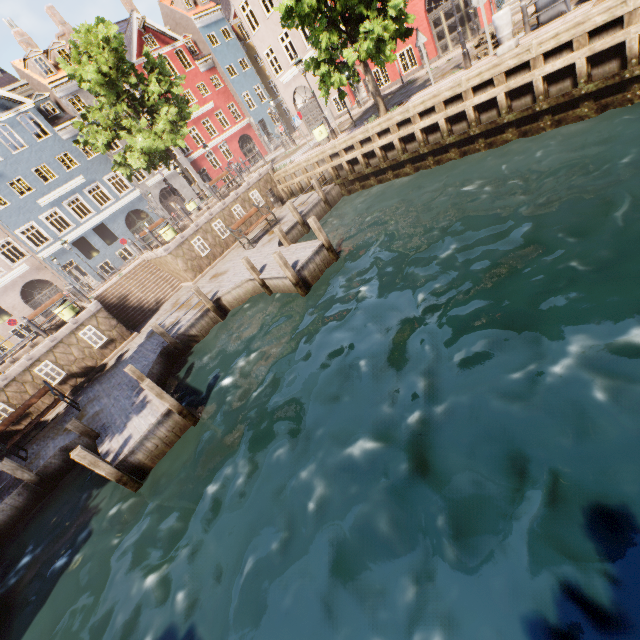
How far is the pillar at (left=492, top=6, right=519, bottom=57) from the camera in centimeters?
952cm

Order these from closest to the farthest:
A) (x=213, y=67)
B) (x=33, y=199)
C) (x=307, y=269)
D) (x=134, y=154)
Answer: (x=307, y=269) → (x=134, y=154) → (x=33, y=199) → (x=213, y=67)

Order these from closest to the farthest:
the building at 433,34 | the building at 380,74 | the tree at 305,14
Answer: the tree at 305,14 < the building at 433,34 < the building at 380,74

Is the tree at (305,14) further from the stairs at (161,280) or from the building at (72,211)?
the stairs at (161,280)

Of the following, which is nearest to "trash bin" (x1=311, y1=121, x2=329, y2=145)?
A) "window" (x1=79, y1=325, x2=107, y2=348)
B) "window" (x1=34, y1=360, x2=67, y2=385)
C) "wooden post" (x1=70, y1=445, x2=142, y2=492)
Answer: "window" (x1=79, y1=325, x2=107, y2=348)

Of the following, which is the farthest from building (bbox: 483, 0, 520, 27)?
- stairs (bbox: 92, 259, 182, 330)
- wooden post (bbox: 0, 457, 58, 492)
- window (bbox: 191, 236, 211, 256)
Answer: wooden post (bbox: 0, 457, 58, 492)

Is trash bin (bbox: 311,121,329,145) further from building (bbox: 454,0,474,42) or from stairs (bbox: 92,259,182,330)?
building (bbox: 454,0,474,42)

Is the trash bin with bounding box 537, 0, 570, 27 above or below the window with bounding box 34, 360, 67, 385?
above
